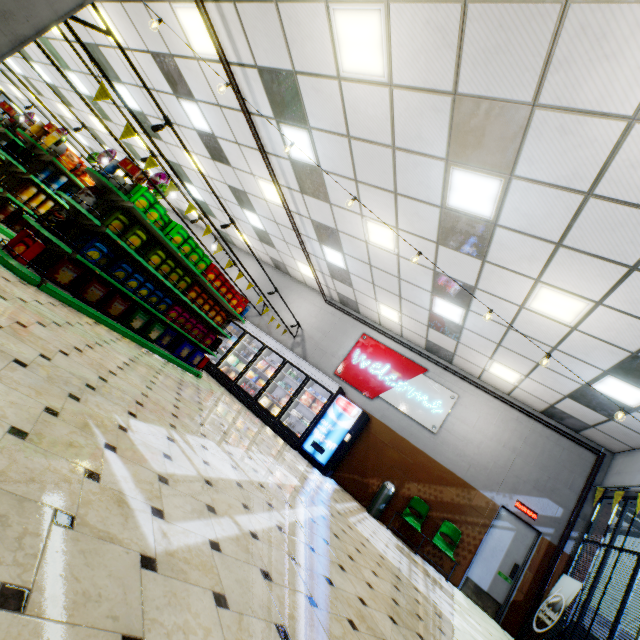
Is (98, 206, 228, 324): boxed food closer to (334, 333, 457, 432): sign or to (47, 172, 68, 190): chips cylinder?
(47, 172, 68, 190): chips cylinder

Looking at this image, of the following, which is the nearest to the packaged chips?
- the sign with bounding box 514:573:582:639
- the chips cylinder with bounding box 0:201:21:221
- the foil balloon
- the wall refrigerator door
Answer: the chips cylinder with bounding box 0:201:21:221

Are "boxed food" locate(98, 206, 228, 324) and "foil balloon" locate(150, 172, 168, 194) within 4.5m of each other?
yes

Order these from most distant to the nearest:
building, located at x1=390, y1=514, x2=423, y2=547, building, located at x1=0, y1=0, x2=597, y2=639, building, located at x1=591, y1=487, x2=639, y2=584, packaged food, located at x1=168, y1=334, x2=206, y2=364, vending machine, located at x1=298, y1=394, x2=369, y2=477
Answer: vending machine, located at x1=298, y1=394, x2=369, y2=477 → building, located at x1=390, y1=514, x2=423, y2=547 → packaged food, located at x1=168, y1=334, x2=206, y2=364 → building, located at x1=591, y1=487, x2=639, y2=584 → building, located at x1=0, y1=0, x2=597, y2=639

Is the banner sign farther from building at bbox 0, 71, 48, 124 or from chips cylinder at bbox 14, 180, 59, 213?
chips cylinder at bbox 14, 180, 59, 213

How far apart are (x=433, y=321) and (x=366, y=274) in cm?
224

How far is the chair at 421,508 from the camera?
8.2 meters
